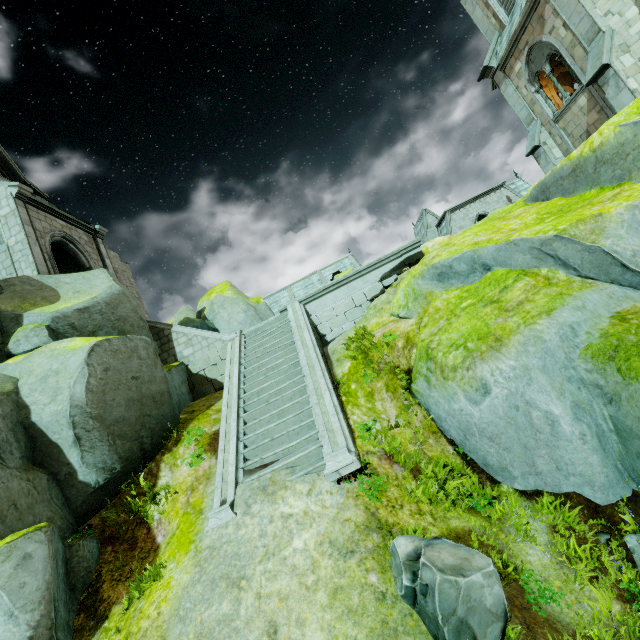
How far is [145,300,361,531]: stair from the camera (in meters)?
6.64

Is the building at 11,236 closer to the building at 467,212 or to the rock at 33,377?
the rock at 33,377

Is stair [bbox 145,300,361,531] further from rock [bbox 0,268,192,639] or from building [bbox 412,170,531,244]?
building [bbox 412,170,531,244]

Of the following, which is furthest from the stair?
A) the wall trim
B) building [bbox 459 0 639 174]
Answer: building [bbox 459 0 639 174]

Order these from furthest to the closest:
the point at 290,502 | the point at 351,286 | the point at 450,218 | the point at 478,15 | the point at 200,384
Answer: the point at 450,218
the point at 478,15
the point at 351,286
the point at 200,384
the point at 290,502

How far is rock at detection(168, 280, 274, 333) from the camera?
20.17m

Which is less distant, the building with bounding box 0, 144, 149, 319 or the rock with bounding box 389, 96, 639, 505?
the rock with bounding box 389, 96, 639, 505

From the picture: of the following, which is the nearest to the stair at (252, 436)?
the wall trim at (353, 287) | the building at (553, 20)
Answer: the wall trim at (353, 287)
